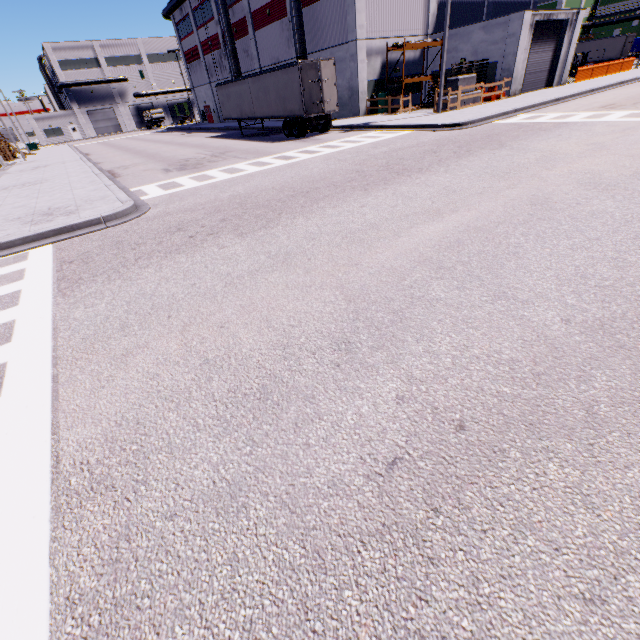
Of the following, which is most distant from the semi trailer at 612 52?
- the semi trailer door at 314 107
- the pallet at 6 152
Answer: the pallet at 6 152

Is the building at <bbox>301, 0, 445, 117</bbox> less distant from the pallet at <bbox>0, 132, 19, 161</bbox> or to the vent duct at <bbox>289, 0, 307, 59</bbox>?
the vent duct at <bbox>289, 0, 307, 59</bbox>

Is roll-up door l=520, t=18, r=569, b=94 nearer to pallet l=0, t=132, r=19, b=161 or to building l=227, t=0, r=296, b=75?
building l=227, t=0, r=296, b=75

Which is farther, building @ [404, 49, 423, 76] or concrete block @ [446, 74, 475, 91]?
building @ [404, 49, 423, 76]

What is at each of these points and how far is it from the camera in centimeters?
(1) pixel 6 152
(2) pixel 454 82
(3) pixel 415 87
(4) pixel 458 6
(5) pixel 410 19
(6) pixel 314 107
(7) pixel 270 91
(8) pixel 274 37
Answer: (1) pallet, 3338cm
(2) concrete block, 2139cm
(3) building, 2909cm
(4) building, 2802cm
(5) building, 2589cm
(6) semi trailer door, 2005cm
(7) semi trailer, 2231cm
(8) building, 3128cm

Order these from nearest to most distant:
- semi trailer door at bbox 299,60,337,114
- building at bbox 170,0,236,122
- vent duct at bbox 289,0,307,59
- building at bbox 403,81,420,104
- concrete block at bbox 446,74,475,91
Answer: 1. semi trailer door at bbox 299,60,337,114
2. concrete block at bbox 446,74,475,91
3. vent duct at bbox 289,0,307,59
4. building at bbox 403,81,420,104
5. building at bbox 170,0,236,122

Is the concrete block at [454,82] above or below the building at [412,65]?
below

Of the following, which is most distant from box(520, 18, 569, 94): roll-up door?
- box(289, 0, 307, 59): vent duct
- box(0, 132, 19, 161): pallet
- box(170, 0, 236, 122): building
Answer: box(0, 132, 19, 161): pallet
